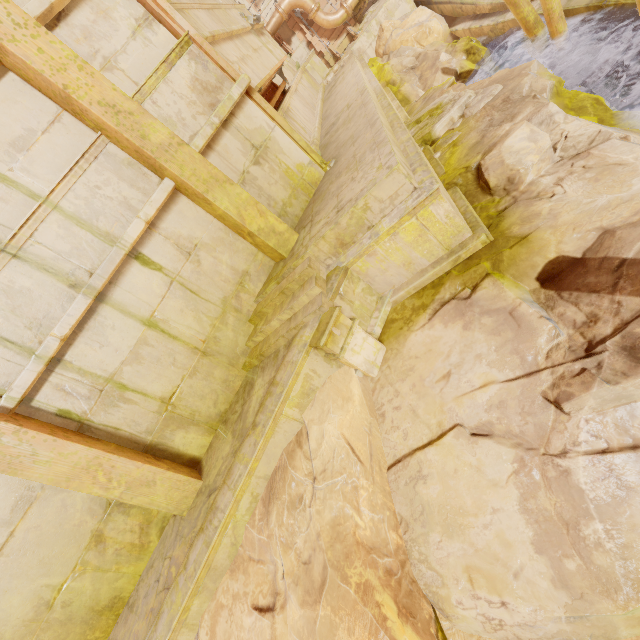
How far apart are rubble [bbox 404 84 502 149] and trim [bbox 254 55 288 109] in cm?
304

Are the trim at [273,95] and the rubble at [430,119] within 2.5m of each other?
no

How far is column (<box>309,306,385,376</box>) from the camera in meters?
4.1

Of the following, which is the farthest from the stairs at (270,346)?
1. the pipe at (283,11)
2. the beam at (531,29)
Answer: the pipe at (283,11)

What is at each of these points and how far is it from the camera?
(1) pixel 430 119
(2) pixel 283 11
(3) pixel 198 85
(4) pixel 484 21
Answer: (1) rubble, 6.9 meters
(2) pipe, 14.0 meters
(3) building, 4.9 meters
(4) walkway, 10.6 meters

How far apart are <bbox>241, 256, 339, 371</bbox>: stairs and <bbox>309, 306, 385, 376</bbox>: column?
0.0m

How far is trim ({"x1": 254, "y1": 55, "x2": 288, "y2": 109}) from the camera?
6.2m

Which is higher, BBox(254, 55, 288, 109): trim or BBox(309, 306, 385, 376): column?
BBox(254, 55, 288, 109): trim
